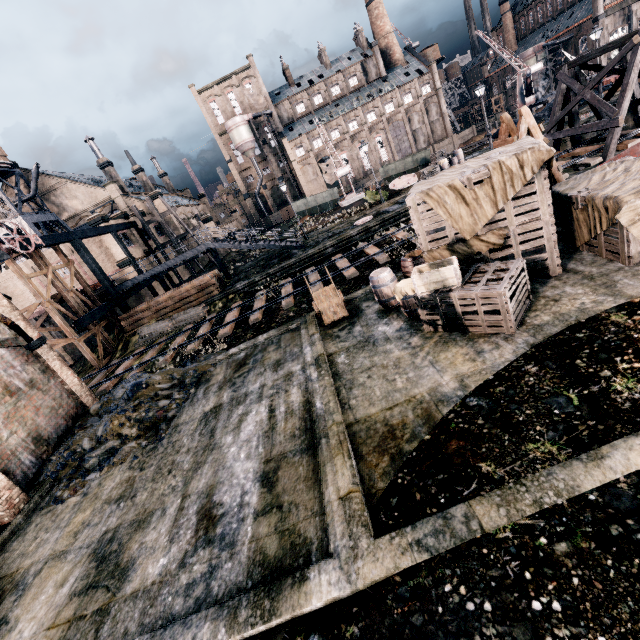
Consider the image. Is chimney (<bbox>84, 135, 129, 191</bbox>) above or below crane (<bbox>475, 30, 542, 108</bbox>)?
above

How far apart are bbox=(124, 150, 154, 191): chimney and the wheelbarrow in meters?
56.3

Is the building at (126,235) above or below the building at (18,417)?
above

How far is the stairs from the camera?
27.8 meters

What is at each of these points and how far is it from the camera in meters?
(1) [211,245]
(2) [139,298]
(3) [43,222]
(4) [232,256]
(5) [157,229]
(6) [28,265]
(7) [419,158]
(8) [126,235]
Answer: (1) stairs, 27.9
(2) building, 35.0
(3) water tower, 41.6
(4) stone debris, 42.8
(5) building, 44.1
(6) building, 32.4
(7) rail car container, 35.3
(8) building, 35.5

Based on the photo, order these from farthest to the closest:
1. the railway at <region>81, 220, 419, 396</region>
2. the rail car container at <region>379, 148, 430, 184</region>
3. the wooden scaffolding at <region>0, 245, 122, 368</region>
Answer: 1. the rail car container at <region>379, 148, 430, 184</region>
2. the wooden scaffolding at <region>0, 245, 122, 368</region>
3. the railway at <region>81, 220, 419, 396</region>

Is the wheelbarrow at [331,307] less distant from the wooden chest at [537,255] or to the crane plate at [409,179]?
the wooden chest at [537,255]

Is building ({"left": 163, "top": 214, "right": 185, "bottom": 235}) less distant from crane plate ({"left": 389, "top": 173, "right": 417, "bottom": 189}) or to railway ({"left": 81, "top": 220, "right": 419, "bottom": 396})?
railway ({"left": 81, "top": 220, "right": 419, "bottom": 396})
